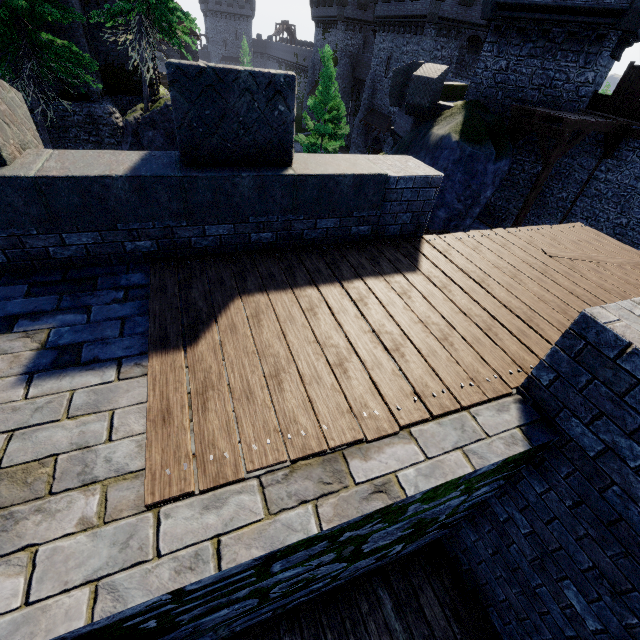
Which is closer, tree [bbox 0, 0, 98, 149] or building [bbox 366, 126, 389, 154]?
tree [bbox 0, 0, 98, 149]

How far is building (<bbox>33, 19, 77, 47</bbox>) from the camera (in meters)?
16.11

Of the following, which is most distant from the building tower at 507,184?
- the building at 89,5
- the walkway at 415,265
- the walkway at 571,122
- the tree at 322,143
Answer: the building at 89,5

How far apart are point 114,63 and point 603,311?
28.0 meters

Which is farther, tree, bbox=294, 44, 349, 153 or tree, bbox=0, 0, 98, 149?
tree, bbox=294, 44, 349, 153

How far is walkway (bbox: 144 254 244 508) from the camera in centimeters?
217cm

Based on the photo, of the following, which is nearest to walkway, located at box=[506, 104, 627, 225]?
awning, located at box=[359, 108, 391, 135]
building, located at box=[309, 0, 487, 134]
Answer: building, located at box=[309, 0, 487, 134]

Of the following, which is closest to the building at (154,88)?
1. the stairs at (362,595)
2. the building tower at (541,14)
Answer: the building tower at (541,14)
